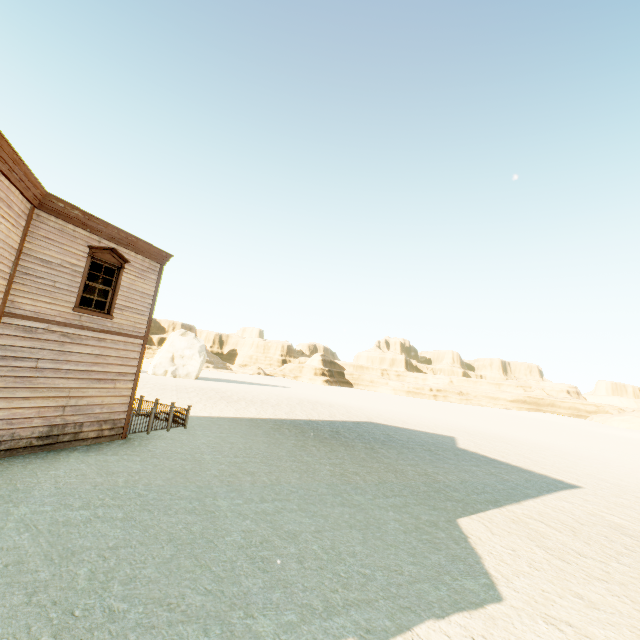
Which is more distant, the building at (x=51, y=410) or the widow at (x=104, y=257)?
the widow at (x=104, y=257)

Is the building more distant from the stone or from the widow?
the stone

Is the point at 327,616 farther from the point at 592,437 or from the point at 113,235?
the point at 592,437

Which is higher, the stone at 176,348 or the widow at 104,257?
the widow at 104,257

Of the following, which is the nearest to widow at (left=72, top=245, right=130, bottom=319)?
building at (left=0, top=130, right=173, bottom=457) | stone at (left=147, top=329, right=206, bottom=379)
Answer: building at (left=0, top=130, right=173, bottom=457)
